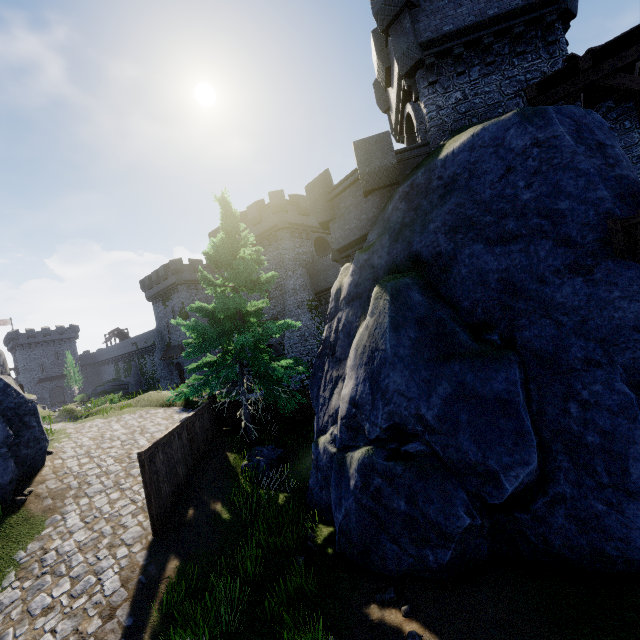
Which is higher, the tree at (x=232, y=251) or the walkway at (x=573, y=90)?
the walkway at (x=573, y=90)

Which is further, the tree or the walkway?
the tree

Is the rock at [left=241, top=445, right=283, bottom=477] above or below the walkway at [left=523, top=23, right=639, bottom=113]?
below

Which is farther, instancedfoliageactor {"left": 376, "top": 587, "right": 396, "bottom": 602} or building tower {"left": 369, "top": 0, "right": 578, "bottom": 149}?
building tower {"left": 369, "top": 0, "right": 578, "bottom": 149}

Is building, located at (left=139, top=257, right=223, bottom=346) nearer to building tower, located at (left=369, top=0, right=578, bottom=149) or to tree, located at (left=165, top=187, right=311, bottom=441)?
building tower, located at (left=369, top=0, right=578, bottom=149)

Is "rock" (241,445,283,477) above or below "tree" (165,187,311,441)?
below

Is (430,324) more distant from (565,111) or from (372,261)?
(565,111)

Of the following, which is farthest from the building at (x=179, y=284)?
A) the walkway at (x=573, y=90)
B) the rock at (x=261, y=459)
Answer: the walkway at (x=573, y=90)
